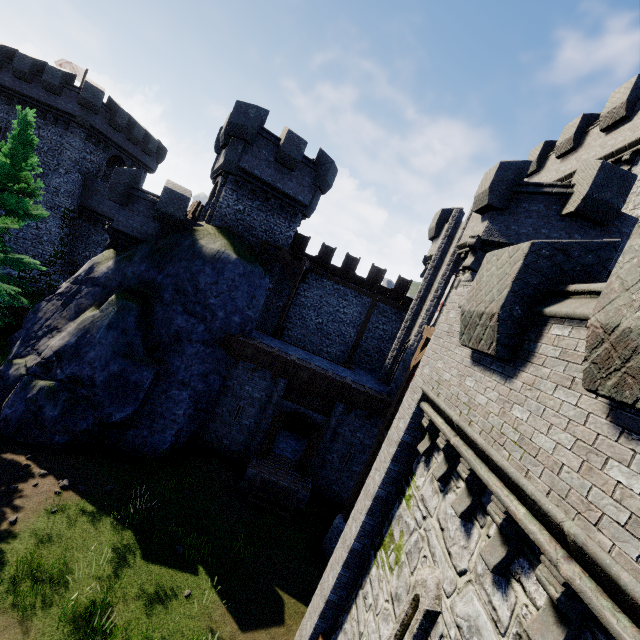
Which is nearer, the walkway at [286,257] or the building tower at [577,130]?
the building tower at [577,130]

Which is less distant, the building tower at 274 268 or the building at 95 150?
the building tower at 274 268

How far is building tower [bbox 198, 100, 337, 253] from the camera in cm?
1772

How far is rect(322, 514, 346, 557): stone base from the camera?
12.46m

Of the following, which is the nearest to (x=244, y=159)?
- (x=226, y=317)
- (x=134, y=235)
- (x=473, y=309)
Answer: (x=134, y=235)

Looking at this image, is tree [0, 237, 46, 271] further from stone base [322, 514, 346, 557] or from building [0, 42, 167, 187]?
stone base [322, 514, 346, 557]

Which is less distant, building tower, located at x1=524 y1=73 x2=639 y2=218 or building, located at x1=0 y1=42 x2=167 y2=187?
building tower, located at x1=524 y1=73 x2=639 y2=218

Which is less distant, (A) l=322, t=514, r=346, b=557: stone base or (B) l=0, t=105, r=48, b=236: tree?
(A) l=322, t=514, r=346, b=557: stone base
